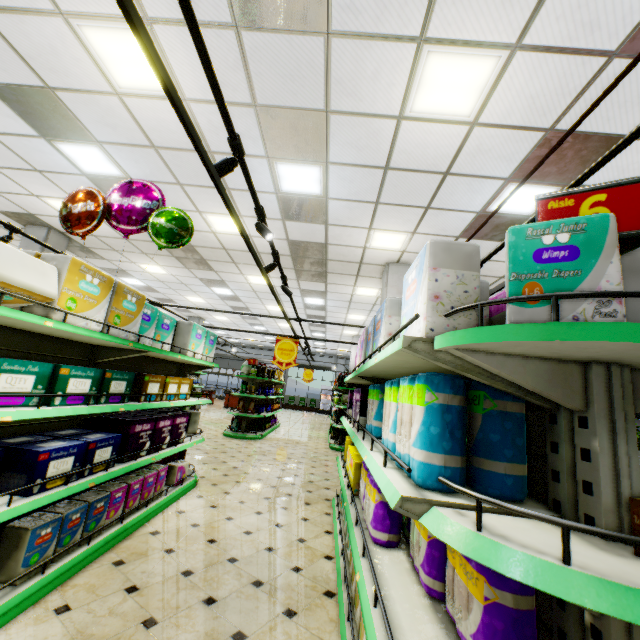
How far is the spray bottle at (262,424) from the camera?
10.52m

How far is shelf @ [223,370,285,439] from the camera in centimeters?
994cm

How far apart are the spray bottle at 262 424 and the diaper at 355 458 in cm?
702

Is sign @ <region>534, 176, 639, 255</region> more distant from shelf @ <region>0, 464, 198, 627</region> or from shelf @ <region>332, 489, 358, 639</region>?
shelf @ <region>0, 464, 198, 627</region>

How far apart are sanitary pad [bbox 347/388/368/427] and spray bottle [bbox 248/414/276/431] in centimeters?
722cm

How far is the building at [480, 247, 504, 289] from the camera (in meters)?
7.02

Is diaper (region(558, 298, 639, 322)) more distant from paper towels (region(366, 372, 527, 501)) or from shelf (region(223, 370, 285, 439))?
shelf (region(223, 370, 285, 439))

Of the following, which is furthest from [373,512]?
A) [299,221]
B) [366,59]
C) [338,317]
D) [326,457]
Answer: [338,317]
